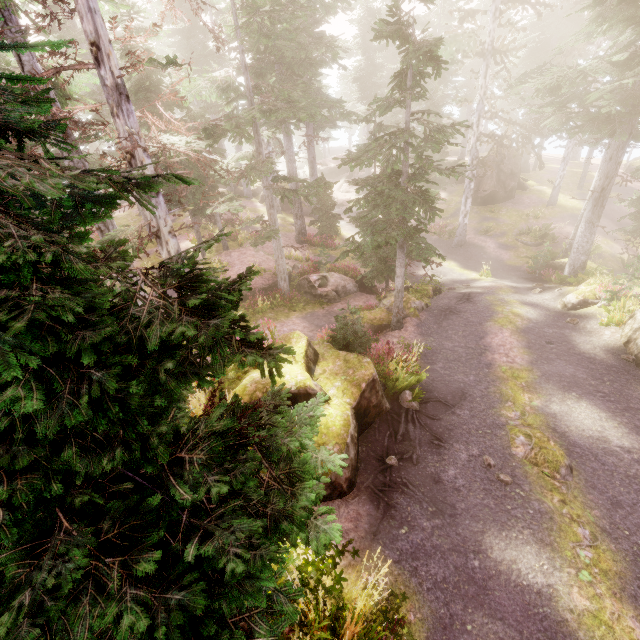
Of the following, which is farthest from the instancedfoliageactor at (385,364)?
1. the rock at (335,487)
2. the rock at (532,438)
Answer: the rock at (532,438)

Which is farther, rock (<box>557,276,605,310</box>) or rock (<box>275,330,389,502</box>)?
rock (<box>557,276,605,310</box>)

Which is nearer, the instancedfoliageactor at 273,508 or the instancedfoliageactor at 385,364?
the instancedfoliageactor at 273,508

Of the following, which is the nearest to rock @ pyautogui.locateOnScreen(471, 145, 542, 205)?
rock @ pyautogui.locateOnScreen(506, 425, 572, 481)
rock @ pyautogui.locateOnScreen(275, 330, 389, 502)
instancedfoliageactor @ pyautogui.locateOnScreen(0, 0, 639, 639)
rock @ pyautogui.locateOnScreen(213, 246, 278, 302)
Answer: instancedfoliageactor @ pyautogui.locateOnScreen(0, 0, 639, 639)

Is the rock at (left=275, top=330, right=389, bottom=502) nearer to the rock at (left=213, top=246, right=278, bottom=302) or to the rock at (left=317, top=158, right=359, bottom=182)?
the rock at (left=213, top=246, right=278, bottom=302)

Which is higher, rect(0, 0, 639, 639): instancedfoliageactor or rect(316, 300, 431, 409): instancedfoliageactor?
rect(0, 0, 639, 639): instancedfoliageactor

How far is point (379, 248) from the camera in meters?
17.4

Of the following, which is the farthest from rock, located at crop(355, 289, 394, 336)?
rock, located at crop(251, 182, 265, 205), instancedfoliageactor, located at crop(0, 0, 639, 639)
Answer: rock, located at crop(251, 182, 265, 205)
